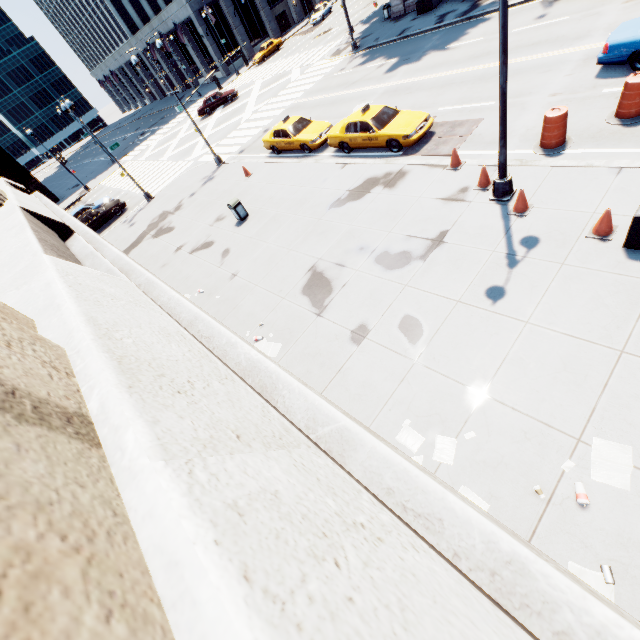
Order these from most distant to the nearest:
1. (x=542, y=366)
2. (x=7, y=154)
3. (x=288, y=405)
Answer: (x=7, y=154)
(x=542, y=366)
(x=288, y=405)

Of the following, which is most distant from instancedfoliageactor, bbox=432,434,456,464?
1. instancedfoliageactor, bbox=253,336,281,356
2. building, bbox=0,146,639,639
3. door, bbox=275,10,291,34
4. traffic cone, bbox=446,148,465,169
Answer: door, bbox=275,10,291,34

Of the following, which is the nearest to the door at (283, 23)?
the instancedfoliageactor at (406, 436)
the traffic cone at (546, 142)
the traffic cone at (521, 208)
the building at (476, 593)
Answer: the building at (476, 593)

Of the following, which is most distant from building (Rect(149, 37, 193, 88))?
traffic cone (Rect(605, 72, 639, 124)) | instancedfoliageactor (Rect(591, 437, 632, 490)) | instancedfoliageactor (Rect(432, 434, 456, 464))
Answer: instancedfoliageactor (Rect(591, 437, 632, 490))

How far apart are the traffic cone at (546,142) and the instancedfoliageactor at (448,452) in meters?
9.9

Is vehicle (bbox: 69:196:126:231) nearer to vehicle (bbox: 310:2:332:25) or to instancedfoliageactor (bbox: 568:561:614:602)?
instancedfoliageactor (bbox: 568:561:614:602)

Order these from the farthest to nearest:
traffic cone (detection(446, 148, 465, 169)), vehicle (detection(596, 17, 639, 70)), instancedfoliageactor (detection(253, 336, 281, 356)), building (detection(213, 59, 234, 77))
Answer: building (detection(213, 59, 234, 77)), traffic cone (detection(446, 148, 465, 169)), vehicle (detection(596, 17, 639, 70)), instancedfoliageactor (detection(253, 336, 281, 356))

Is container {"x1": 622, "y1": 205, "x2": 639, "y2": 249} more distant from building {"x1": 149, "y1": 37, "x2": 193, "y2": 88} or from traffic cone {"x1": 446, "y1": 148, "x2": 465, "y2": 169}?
building {"x1": 149, "y1": 37, "x2": 193, "y2": 88}
